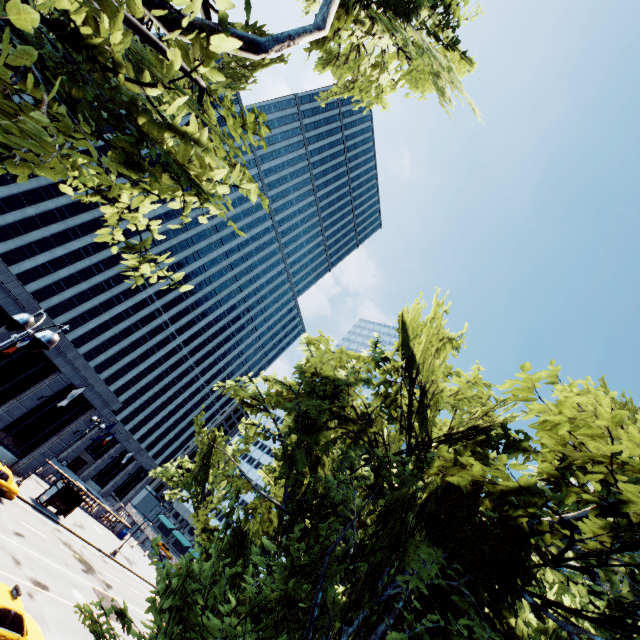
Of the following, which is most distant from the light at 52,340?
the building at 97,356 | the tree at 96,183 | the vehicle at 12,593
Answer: the building at 97,356

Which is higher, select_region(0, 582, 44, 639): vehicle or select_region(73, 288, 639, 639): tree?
select_region(73, 288, 639, 639): tree

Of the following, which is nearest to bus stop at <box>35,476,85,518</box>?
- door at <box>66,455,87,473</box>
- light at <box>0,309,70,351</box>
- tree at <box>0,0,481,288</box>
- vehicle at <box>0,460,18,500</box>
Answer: vehicle at <box>0,460,18,500</box>

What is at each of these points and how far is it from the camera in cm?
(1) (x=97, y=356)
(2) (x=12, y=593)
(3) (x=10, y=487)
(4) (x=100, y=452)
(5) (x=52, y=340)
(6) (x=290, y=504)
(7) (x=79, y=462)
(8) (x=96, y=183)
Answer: (1) building, 5459
(2) vehicle, 1186
(3) vehicle, 2267
(4) building, 5953
(5) light, 711
(6) tree, 1201
(7) door, 5678
(8) tree, 459

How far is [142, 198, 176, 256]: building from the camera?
56.81m

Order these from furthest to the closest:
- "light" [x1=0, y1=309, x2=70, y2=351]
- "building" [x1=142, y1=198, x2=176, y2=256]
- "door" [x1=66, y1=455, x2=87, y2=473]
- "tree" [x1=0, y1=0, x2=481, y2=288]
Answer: "building" [x1=142, y1=198, x2=176, y2=256], "door" [x1=66, y1=455, x2=87, y2=473], "light" [x1=0, y1=309, x2=70, y2=351], "tree" [x1=0, y1=0, x2=481, y2=288]

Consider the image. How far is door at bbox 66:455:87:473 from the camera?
55.8 meters

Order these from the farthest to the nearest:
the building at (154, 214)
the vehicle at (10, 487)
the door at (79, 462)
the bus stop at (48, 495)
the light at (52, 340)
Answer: the building at (154, 214), the door at (79, 462), the bus stop at (48, 495), the vehicle at (10, 487), the light at (52, 340)
